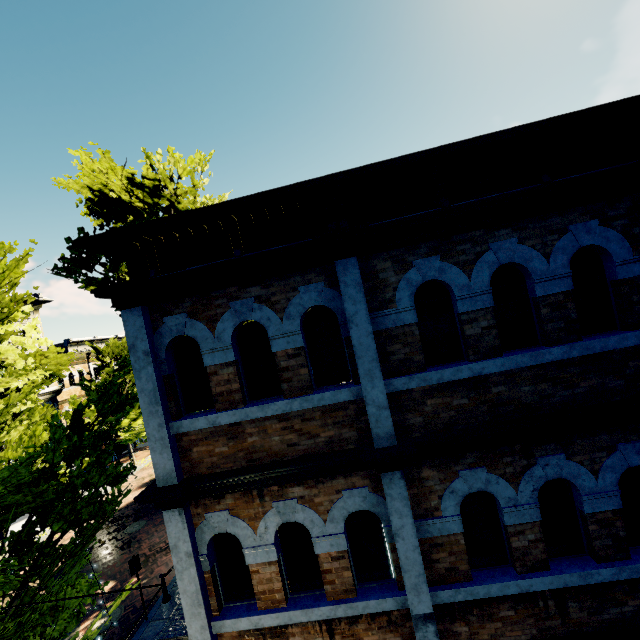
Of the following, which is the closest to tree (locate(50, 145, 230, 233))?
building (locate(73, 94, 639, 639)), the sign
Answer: building (locate(73, 94, 639, 639))

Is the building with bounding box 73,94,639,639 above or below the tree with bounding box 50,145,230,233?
below

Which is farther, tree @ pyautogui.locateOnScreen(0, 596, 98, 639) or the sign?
the sign

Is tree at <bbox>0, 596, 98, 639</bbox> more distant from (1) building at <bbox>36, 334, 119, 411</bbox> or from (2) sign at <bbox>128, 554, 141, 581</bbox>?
(2) sign at <bbox>128, 554, 141, 581</bbox>

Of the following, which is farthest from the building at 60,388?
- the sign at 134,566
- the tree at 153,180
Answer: the sign at 134,566

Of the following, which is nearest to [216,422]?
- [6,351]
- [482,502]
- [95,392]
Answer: [482,502]

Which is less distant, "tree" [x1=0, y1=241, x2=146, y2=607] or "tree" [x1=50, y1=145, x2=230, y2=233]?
"tree" [x1=0, y1=241, x2=146, y2=607]
